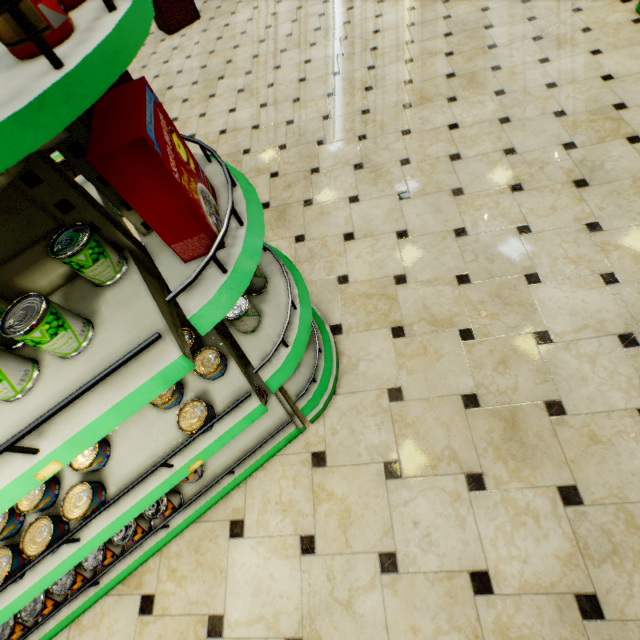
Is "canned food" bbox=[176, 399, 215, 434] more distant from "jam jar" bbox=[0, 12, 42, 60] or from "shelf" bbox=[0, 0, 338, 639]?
"jam jar" bbox=[0, 12, 42, 60]

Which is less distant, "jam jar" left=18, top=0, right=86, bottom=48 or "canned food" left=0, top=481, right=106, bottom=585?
"jam jar" left=18, top=0, right=86, bottom=48

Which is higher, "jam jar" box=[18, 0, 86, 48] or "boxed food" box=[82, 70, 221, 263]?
"jam jar" box=[18, 0, 86, 48]

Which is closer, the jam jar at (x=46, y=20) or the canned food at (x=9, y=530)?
the jam jar at (x=46, y=20)

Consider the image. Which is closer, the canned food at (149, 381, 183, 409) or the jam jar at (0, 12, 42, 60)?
the jam jar at (0, 12, 42, 60)

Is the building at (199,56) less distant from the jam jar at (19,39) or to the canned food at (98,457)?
the canned food at (98,457)

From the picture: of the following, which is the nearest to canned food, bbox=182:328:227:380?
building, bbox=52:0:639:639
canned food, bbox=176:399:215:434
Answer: canned food, bbox=176:399:215:434

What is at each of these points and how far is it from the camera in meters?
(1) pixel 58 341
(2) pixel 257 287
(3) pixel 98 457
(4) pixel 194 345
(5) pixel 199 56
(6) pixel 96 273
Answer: (1) canned food, 0.9 m
(2) canned food, 1.7 m
(3) canned food, 1.4 m
(4) canned food, 1.6 m
(5) building, 5.2 m
(6) canned food, 1.1 m
